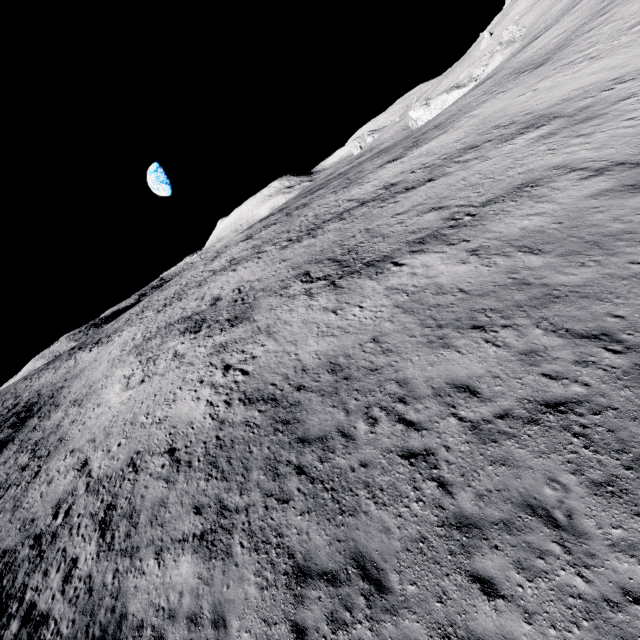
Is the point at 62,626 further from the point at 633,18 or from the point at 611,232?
the point at 633,18
